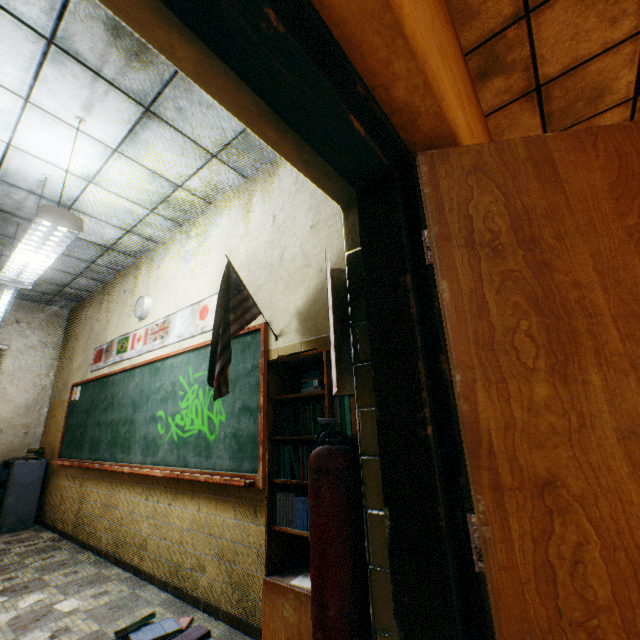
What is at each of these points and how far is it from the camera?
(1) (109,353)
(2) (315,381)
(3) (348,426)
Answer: (1) banner, 4.9 meters
(2) book, 2.0 meters
(3) book, 1.8 meters

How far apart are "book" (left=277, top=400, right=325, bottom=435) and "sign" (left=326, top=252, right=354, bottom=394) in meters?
0.4

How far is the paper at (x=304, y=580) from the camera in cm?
169

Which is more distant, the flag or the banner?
the banner

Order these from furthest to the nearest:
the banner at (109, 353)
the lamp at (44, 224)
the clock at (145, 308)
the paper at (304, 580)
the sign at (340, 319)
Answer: the clock at (145, 308) → the banner at (109, 353) → the lamp at (44, 224) → the paper at (304, 580) → the sign at (340, 319)

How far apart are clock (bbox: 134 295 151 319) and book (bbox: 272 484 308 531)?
3.1m

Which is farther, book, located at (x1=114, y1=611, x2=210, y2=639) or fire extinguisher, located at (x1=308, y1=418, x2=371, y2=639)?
book, located at (x1=114, y1=611, x2=210, y2=639)

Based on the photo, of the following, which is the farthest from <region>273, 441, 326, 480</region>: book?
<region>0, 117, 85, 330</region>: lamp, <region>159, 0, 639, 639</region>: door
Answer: <region>0, 117, 85, 330</region>: lamp
